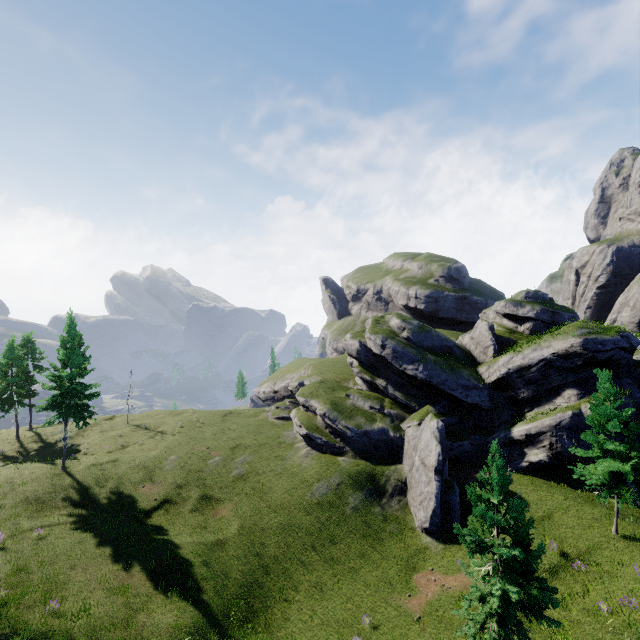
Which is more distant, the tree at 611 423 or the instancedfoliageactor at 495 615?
the tree at 611 423

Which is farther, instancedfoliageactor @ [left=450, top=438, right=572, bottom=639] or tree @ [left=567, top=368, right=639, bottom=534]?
tree @ [left=567, top=368, right=639, bottom=534]

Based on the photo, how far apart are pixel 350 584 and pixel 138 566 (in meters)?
14.25
